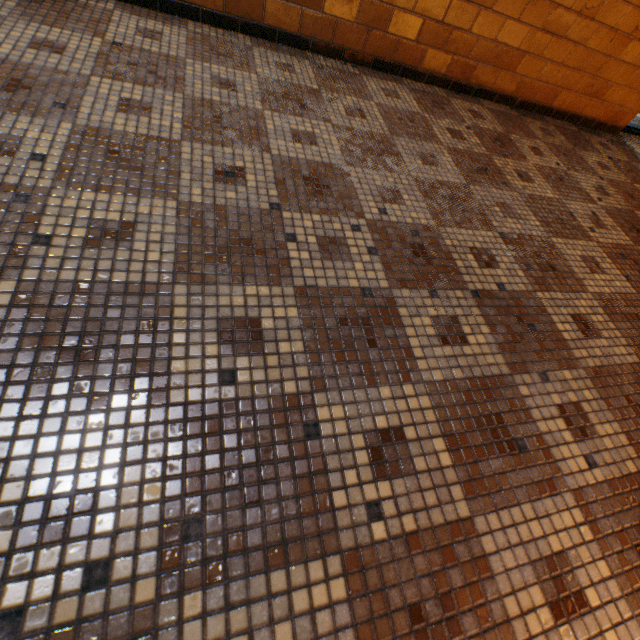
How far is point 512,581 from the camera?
0.8 meters
